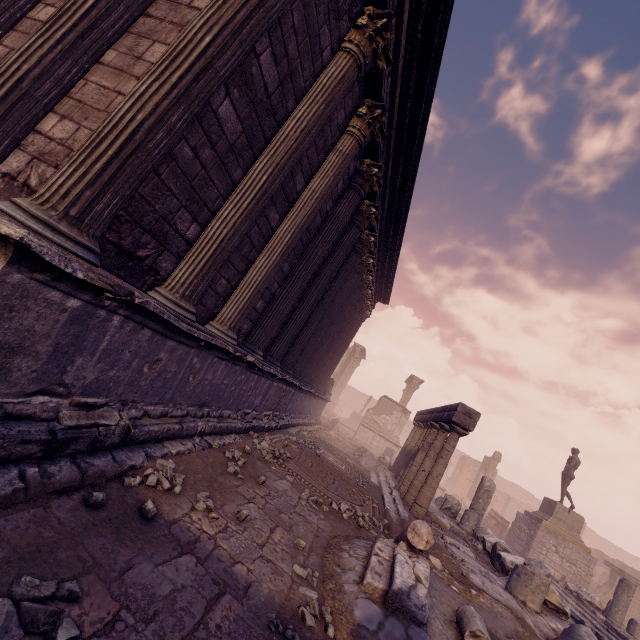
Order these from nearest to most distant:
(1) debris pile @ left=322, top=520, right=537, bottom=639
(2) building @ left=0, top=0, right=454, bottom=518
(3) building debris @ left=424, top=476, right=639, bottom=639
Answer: (2) building @ left=0, top=0, right=454, bottom=518 < (1) debris pile @ left=322, top=520, right=537, bottom=639 < (3) building debris @ left=424, top=476, right=639, bottom=639

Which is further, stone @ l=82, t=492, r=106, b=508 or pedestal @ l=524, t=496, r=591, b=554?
pedestal @ l=524, t=496, r=591, b=554

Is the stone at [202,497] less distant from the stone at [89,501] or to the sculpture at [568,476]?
the stone at [89,501]

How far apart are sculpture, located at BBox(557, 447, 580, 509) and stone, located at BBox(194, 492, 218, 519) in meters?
18.2 m

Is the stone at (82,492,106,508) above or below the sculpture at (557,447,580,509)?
below

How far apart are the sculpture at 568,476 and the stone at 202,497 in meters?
18.2

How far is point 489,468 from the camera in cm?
2556

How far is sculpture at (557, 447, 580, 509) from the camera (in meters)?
15.20
